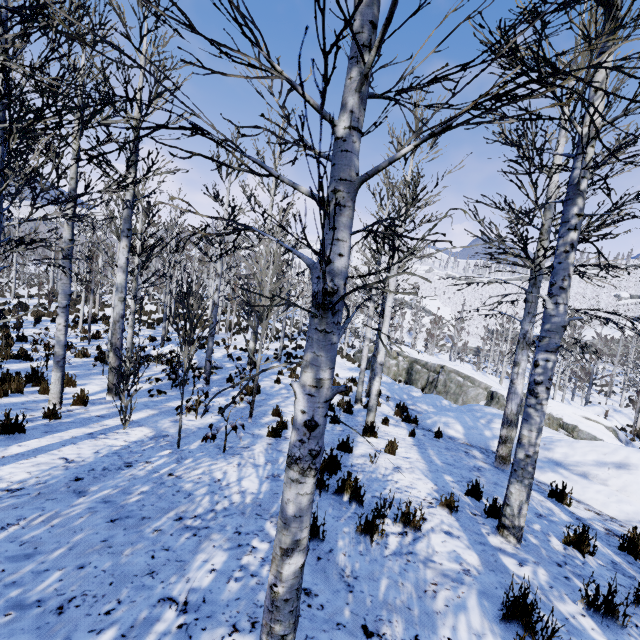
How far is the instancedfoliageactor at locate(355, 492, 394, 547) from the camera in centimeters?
343cm

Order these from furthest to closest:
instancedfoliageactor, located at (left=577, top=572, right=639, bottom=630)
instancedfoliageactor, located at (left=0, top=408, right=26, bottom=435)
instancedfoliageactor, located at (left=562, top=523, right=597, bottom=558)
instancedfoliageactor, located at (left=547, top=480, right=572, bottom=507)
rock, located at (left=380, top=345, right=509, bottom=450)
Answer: rock, located at (left=380, top=345, right=509, bottom=450)
instancedfoliageactor, located at (left=547, top=480, right=572, bottom=507)
instancedfoliageactor, located at (left=0, top=408, right=26, bottom=435)
instancedfoliageactor, located at (left=562, top=523, right=597, bottom=558)
instancedfoliageactor, located at (left=577, top=572, right=639, bottom=630)

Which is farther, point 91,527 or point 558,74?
point 91,527

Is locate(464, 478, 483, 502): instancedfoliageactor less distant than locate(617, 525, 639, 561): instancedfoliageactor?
No

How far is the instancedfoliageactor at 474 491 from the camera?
5.15m

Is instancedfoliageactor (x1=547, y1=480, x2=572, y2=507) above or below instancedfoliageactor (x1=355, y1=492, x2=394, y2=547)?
below

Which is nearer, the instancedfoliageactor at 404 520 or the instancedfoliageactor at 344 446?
the instancedfoliageactor at 404 520
